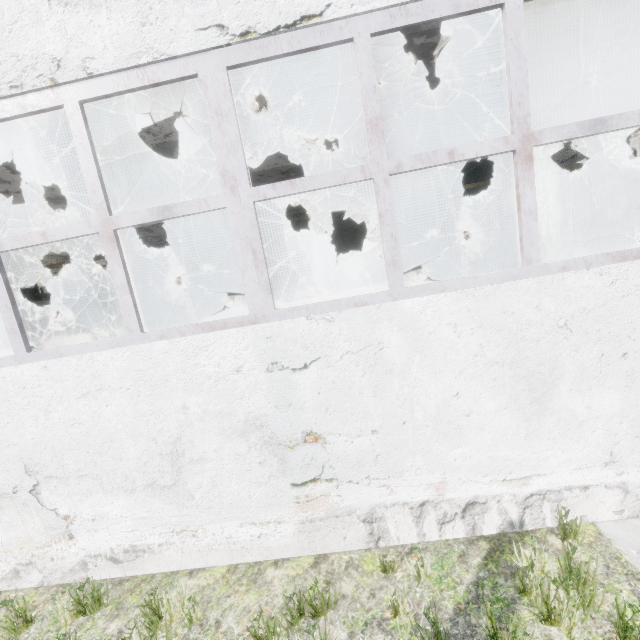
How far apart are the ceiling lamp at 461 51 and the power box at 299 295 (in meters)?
5.93

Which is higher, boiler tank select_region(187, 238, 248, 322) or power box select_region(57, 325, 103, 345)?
boiler tank select_region(187, 238, 248, 322)

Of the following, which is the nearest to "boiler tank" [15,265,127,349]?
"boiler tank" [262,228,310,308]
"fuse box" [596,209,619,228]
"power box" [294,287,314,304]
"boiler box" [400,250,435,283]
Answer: "boiler tank" [262,228,310,308]

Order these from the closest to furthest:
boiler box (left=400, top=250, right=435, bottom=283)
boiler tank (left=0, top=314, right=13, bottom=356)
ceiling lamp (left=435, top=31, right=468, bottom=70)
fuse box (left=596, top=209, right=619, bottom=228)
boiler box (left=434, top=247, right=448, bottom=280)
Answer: ceiling lamp (left=435, top=31, right=468, bottom=70), boiler tank (left=0, top=314, right=13, bottom=356), boiler box (left=400, top=250, right=435, bottom=283), boiler box (left=434, top=247, right=448, bottom=280), fuse box (left=596, top=209, right=619, bottom=228)

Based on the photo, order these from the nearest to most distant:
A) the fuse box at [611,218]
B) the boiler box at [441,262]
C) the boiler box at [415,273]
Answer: the boiler box at [415,273], the boiler box at [441,262], the fuse box at [611,218]

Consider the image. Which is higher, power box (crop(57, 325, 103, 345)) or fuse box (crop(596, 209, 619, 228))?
fuse box (crop(596, 209, 619, 228))

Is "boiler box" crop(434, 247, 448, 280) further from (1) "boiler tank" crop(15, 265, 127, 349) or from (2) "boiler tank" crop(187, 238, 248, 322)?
(1) "boiler tank" crop(15, 265, 127, 349)

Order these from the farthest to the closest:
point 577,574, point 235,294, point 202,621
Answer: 1. point 235,294
2. point 202,621
3. point 577,574
